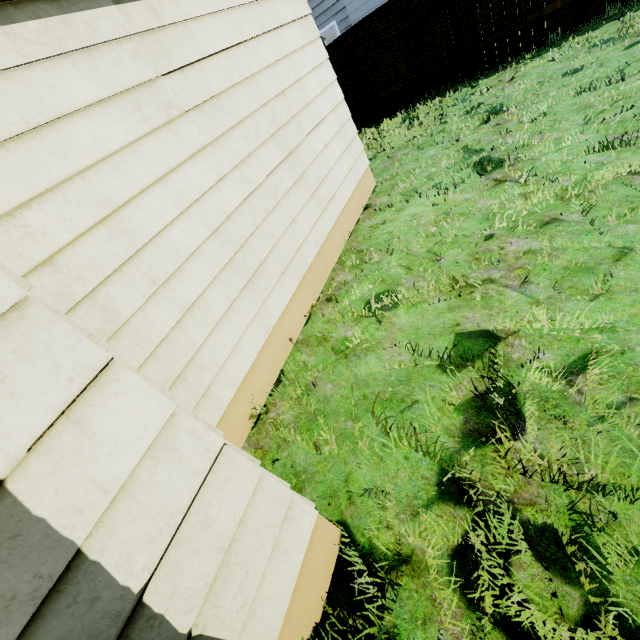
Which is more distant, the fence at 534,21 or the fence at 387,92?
the fence at 387,92

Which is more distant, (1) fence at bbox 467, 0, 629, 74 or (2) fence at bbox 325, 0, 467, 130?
(2) fence at bbox 325, 0, 467, 130

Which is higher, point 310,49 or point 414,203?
point 310,49
